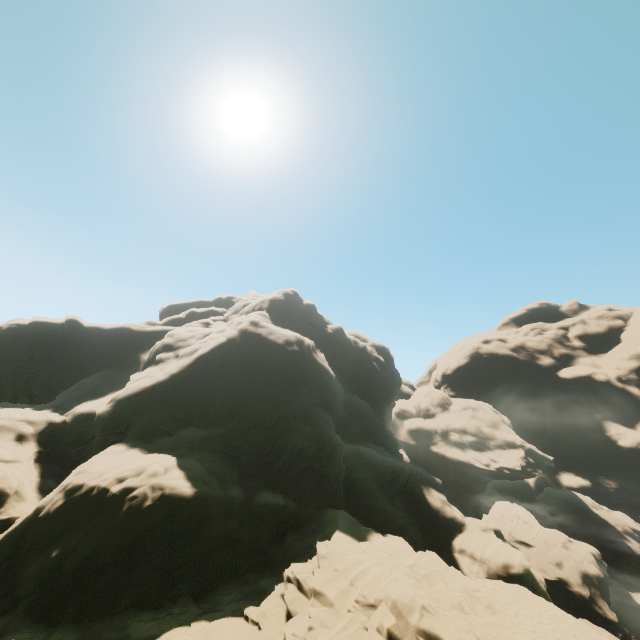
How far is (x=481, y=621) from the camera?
16.4m
